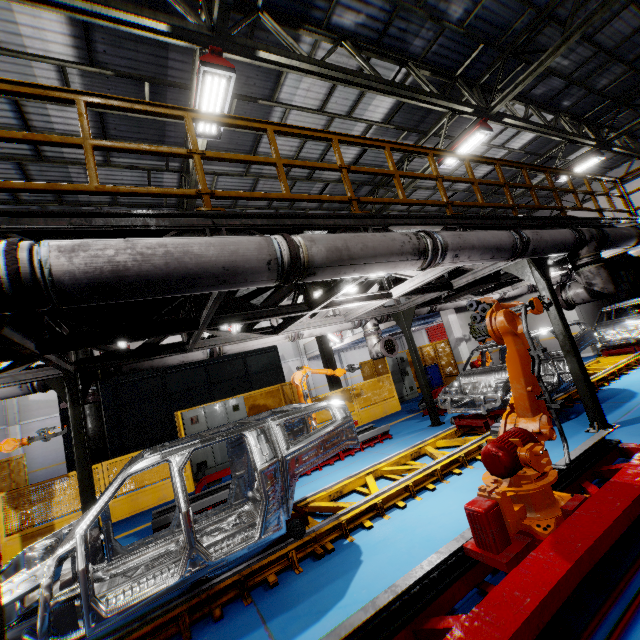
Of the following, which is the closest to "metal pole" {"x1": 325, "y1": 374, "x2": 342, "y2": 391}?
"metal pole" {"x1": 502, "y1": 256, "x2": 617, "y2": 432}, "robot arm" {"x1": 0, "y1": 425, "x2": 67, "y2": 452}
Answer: "metal pole" {"x1": 502, "y1": 256, "x2": 617, "y2": 432}

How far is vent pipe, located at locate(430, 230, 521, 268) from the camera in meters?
4.2 m

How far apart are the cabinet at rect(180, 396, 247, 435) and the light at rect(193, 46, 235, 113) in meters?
8.1 m

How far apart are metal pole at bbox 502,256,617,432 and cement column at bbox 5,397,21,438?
26.90m

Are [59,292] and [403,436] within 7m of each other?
no

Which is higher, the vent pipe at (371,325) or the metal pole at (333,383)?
Result: the vent pipe at (371,325)

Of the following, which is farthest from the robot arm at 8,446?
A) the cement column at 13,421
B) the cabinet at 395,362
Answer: the cement column at 13,421

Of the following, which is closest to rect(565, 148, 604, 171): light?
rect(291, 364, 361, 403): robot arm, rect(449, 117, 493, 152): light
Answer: rect(449, 117, 493, 152): light
